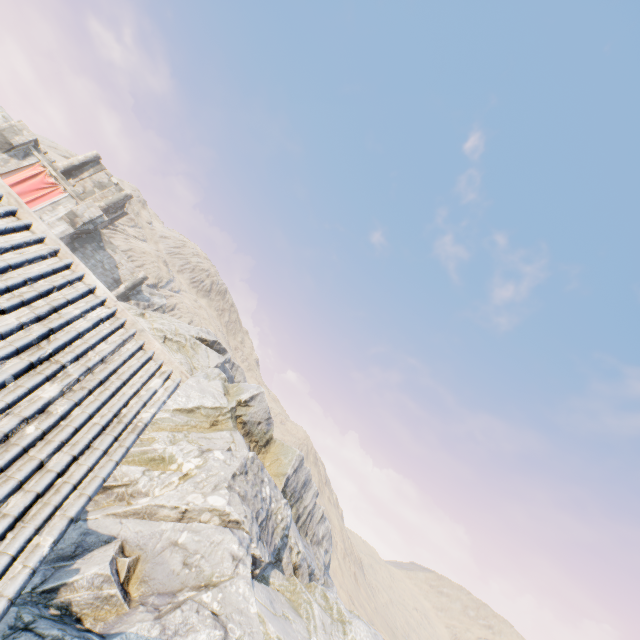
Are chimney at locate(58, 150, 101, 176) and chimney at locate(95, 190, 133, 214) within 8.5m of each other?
yes

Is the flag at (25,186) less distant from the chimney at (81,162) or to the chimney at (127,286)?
the chimney at (81,162)

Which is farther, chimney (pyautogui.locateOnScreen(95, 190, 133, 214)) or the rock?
chimney (pyautogui.locateOnScreen(95, 190, 133, 214))

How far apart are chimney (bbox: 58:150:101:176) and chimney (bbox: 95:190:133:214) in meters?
3.2

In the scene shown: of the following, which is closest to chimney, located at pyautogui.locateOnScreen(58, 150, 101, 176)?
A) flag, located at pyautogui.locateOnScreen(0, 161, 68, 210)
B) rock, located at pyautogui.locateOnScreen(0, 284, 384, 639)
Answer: rock, located at pyautogui.locateOnScreen(0, 284, 384, 639)

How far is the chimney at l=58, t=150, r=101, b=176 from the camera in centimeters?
3316cm

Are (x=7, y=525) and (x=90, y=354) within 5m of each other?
yes

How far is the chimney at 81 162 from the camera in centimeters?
3316cm
